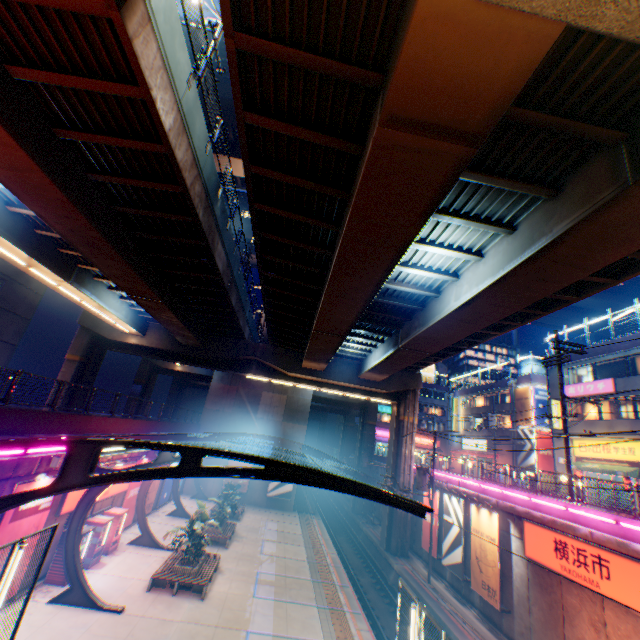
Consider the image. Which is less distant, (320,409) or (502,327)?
(502,327)

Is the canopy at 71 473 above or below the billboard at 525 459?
below

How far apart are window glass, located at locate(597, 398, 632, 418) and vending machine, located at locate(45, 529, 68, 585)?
34.47m

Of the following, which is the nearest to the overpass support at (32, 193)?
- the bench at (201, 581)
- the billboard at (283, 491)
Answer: the billboard at (283, 491)

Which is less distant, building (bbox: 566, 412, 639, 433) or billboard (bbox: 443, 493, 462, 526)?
billboard (bbox: 443, 493, 462, 526)

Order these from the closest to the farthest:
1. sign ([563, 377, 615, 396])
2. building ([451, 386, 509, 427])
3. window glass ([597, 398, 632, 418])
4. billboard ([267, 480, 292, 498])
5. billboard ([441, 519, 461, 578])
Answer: billboard ([441, 519, 461, 578])
window glass ([597, 398, 632, 418])
sign ([563, 377, 615, 396])
billboard ([267, 480, 292, 498])
building ([451, 386, 509, 427])

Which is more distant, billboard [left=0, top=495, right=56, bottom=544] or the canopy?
billboard [left=0, top=495, right=56, bottom=544]

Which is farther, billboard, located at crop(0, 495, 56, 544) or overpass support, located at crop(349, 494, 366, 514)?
overpass support, located at crop(349, 494, 366, 514)
